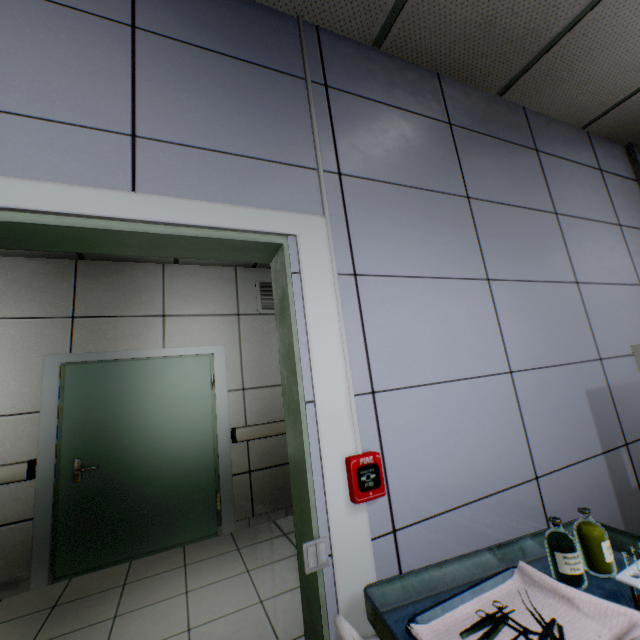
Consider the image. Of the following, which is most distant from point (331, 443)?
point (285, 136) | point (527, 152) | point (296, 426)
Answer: point (527, 152)

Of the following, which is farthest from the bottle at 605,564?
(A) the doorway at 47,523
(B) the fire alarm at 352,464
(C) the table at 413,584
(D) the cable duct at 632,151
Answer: (A) the doorway at 47,523

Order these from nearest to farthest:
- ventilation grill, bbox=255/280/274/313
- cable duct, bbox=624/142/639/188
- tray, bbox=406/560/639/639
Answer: tray, bbox=406/560/639/639
cable duct, bbox=624/142/639/188
ventilation grill, bbox=255/280/274/313

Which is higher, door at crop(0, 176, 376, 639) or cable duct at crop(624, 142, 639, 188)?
cable duct at crop(624, 142, 639, 188)

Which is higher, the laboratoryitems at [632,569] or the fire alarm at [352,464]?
the fire alarm at [352,464]

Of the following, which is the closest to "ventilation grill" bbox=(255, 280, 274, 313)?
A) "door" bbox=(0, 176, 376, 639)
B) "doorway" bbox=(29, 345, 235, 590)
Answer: "doorway" bbox=(29, 345, 235, 590)

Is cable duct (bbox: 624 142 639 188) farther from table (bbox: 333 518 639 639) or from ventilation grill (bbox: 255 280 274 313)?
ventilation grill (bbox: 255 280 274 313)

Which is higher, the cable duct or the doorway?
the cable duct
